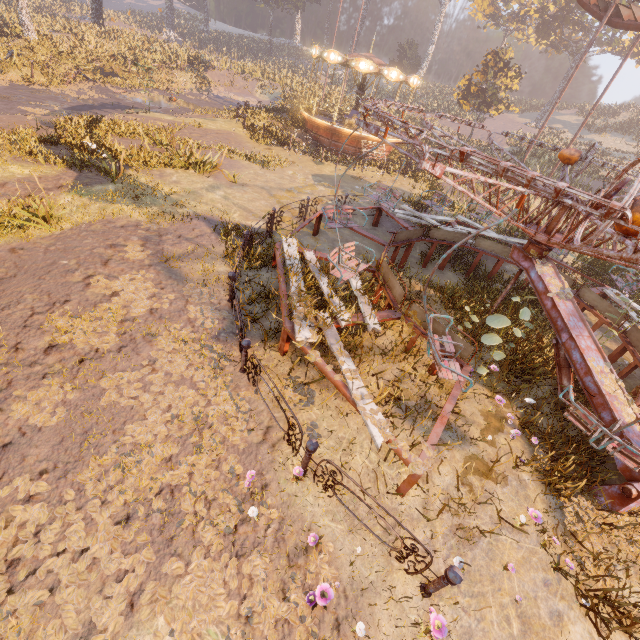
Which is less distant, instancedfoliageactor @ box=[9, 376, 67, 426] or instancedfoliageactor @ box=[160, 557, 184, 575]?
instancedfoliageactor @ box=[160, 557, 184, 575]

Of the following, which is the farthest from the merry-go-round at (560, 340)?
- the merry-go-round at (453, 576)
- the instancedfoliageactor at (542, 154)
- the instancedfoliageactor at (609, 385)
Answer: the instancedfoliageactor at (542, 154)

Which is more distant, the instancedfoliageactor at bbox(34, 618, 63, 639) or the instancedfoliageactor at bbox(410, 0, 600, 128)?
the instancedfoliageactor at bbox(410, 0, 600, 128)

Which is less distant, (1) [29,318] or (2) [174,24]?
(1) [29,318]

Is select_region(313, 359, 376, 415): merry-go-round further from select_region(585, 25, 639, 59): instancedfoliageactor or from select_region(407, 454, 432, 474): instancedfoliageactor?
select_region(585, 25, 639, 59): instancedfoliageactor

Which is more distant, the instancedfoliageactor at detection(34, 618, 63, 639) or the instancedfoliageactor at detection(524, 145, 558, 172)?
the instancedfoliageactor at detection(524, 145, 558, 172)

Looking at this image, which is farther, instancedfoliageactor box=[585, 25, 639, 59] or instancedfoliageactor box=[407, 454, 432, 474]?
instancedfoliageactor box=[585, 25, 639, 59]

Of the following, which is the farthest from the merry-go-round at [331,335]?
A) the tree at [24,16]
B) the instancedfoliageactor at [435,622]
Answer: the tree at [24,16]
